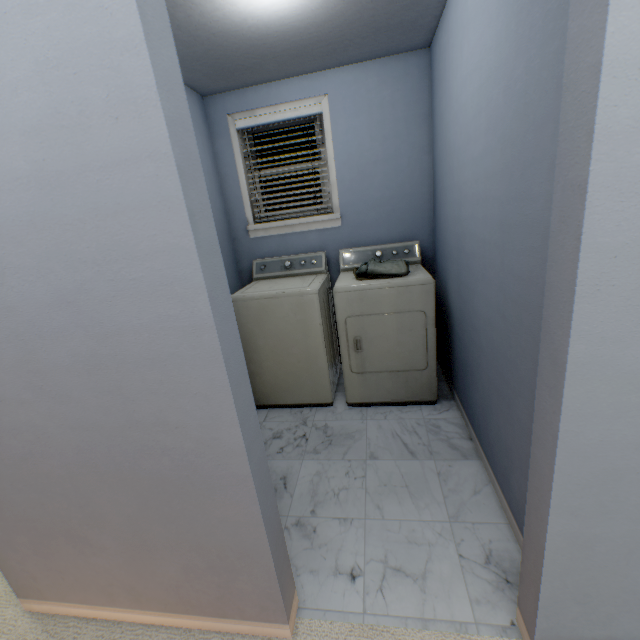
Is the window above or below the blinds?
below

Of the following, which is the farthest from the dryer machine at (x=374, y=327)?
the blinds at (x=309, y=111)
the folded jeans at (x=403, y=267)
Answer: the blinds at (x=309, y=111)

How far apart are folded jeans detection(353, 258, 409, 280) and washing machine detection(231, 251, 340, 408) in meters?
0.3 m

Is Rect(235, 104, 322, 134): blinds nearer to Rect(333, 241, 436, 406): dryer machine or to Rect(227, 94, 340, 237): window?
Rect(227, 94, 340, 237): window

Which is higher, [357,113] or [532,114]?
[357,113]

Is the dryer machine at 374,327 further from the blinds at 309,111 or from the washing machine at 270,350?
the blinds at 309,111

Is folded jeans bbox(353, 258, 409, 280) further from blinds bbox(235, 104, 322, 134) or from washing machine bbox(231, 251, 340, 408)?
blinds bbox(235, 104, 322, 134)

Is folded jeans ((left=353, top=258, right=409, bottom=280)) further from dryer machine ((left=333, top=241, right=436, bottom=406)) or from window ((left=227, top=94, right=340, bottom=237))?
window ((left=227, top=94, right=340, bottom=237))
